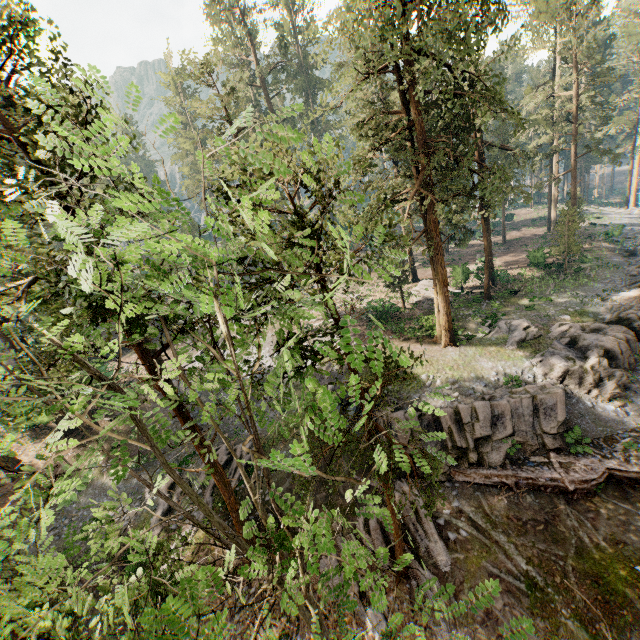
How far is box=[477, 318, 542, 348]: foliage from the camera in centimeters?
2345cm

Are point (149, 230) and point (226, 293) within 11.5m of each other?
yes

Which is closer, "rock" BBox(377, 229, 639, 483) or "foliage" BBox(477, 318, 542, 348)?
"rock" BBox(377, 229, 639, 483)

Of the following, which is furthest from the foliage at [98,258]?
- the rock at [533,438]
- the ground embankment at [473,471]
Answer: the ground embankment at [473,471]

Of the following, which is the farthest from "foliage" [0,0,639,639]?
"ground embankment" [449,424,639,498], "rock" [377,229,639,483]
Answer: "ground embankment" [449,424,639,498]
